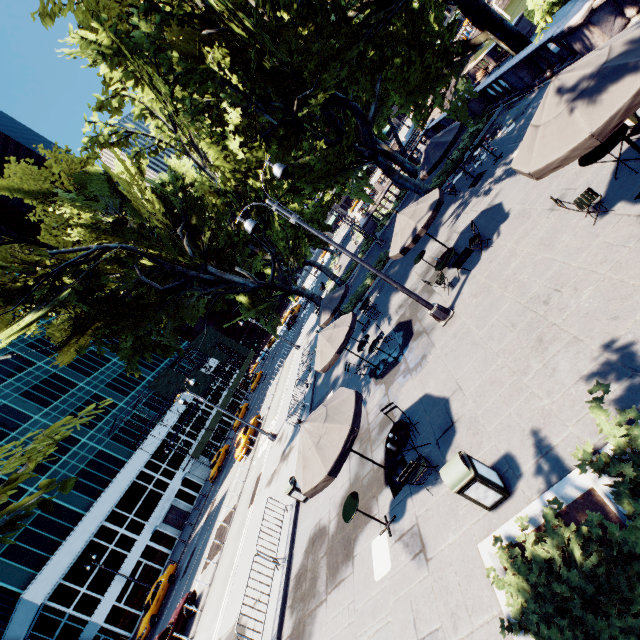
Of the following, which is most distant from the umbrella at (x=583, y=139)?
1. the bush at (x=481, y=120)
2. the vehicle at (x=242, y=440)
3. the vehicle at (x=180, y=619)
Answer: the vehicle at (x=242, y=440)

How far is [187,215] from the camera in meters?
24.0 m

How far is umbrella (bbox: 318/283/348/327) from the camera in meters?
16.9

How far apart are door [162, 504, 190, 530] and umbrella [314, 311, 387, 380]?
41.6m

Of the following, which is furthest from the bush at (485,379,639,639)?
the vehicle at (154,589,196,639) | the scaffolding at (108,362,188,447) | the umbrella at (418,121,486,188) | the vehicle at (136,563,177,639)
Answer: the scaffolding at (108,362,188,447)

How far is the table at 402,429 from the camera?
7.4m

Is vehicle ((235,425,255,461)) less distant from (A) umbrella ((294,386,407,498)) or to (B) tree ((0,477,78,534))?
(B) tree ((0,477,78,534))

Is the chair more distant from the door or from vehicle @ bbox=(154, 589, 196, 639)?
the door
